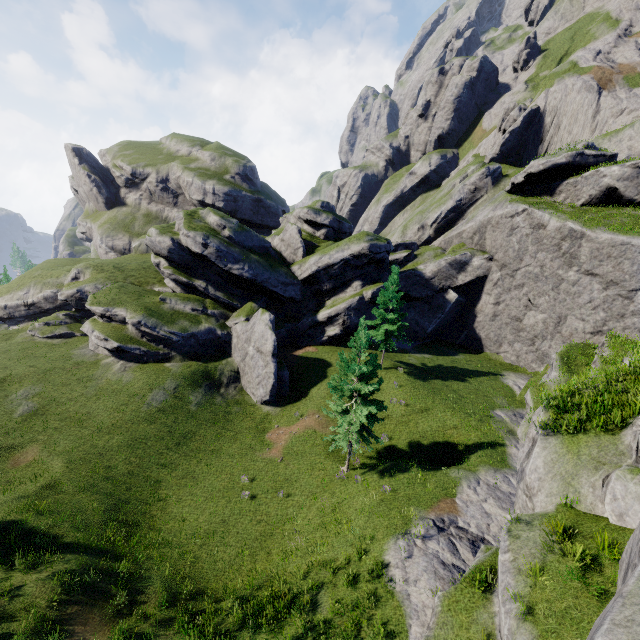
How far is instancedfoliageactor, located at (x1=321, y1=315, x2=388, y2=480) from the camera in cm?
1930

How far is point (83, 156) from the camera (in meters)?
58.78

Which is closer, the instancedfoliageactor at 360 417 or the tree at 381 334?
the instancedfoliageactor at 360 417

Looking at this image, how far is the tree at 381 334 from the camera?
30.47m

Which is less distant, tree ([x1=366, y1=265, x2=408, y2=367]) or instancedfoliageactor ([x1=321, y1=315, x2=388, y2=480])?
instancedfoliageactor ([x1=321, y1=315, x2=388, y2=480])

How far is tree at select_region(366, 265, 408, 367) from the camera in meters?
30.5 m
